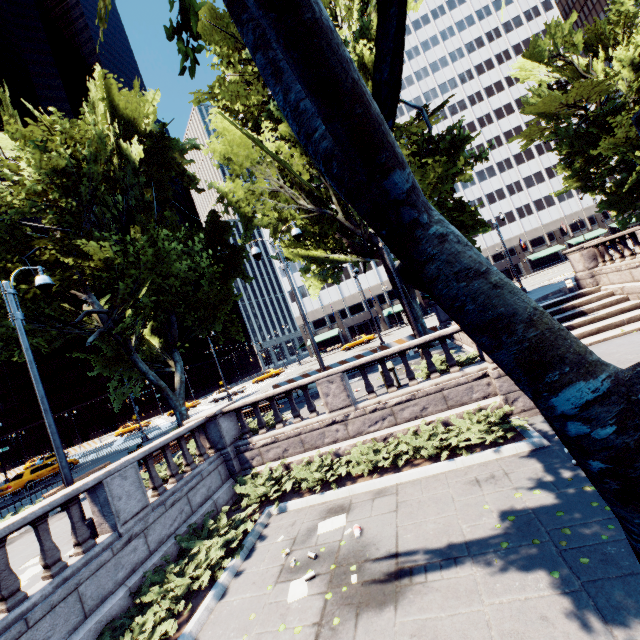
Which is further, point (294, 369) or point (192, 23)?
point (294, 369)

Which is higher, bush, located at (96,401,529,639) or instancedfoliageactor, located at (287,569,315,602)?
bush, located at (96,401,529,639)

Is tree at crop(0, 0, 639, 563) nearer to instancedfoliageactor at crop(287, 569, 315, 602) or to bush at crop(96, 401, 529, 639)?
instancedfoliageactor at crop(287, 569, 315, 602)

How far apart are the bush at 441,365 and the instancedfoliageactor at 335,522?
5.3m

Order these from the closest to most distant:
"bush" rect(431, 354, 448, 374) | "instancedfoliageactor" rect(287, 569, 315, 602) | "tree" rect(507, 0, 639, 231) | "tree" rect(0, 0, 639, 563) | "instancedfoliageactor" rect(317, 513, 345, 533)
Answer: "tree" rect(0, 0, 639, 563) < "instancedfoliageactor" rect(287, 569, 315, 602) < "instancedfoliageactor" rect(317, 513, 345, 533) < "bush" rect(431, 354, 448, 374) < "tree" rect(507, 0, 639, 231)

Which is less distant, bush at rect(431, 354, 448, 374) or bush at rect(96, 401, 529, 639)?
bush at rect(96, 401, 529, 639)

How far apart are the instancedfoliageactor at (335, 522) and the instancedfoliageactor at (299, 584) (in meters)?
1.05

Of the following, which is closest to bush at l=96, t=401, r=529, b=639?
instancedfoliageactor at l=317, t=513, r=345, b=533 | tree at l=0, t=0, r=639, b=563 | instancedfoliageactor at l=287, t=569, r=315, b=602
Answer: instancedfoliageactor at l=317, t=513, r=345, b=533
